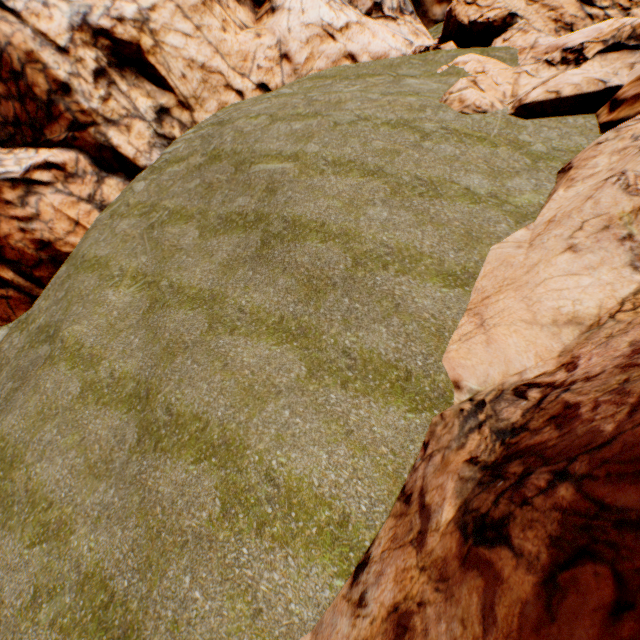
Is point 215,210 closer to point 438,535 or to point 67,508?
point 67,508
